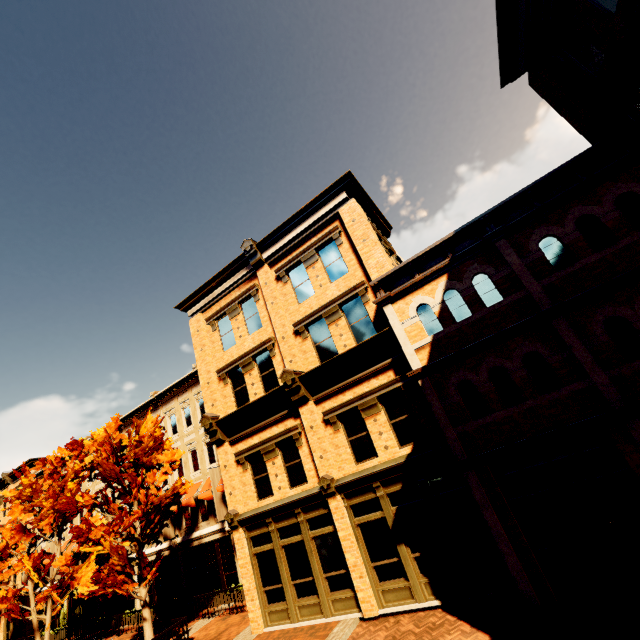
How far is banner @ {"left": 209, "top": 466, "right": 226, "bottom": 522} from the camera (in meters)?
18.39

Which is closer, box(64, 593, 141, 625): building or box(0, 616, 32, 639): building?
box(64, 593, 141, 625): building

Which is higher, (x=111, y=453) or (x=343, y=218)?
(x=343, y=218)

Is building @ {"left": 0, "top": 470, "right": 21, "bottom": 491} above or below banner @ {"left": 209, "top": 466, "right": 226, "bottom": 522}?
above

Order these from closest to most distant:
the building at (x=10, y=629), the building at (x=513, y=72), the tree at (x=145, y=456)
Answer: the building at (x=513, y=72) < the tree at (x=145, y=456) < the building at (x=10, y=629)

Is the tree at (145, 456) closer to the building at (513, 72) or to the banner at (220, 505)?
the building at (513, 72)

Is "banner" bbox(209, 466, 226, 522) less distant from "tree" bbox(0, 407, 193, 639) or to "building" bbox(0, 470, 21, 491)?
"building" bbox(0, 470, 21, 491)

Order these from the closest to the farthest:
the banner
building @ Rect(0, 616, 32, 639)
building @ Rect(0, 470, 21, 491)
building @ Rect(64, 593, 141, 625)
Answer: the banner < building @ Rect(64, 593, 141, 625) < building @ Rect(0, 616, 32, 639) < building @ Rect(0, 470, 21, 491)
